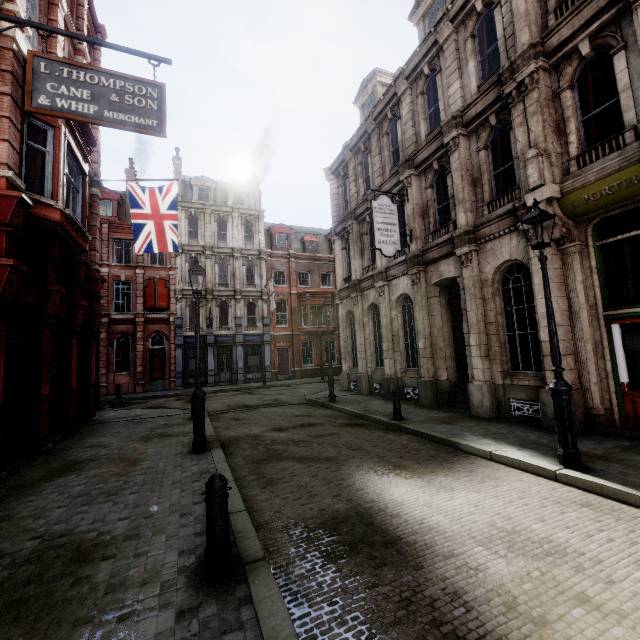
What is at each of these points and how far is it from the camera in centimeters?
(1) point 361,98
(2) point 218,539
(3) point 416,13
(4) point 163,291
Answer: (1) roof window, 1825cm
(2) post, 326cm
(3) roof window, 1384cm
(4) sign, 2680cm

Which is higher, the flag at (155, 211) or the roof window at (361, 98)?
the roof window at (361, 98)

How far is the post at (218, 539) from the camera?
3.2 meters

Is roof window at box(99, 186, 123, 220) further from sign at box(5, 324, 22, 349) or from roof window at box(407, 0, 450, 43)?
roof window at box(407, 0, 450, 43)

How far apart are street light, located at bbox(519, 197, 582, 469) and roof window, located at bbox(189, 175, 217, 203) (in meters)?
29.54

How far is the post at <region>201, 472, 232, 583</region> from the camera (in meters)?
3.22

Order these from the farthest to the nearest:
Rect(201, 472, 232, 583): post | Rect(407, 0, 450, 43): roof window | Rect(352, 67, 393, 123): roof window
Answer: Rect(352, 67, 393, 123): roof window, Rect(407, 0, 450, 43): roof window, Rect(201, 472, 232, 583): post

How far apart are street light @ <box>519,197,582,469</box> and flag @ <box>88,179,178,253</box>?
11.3 meters
